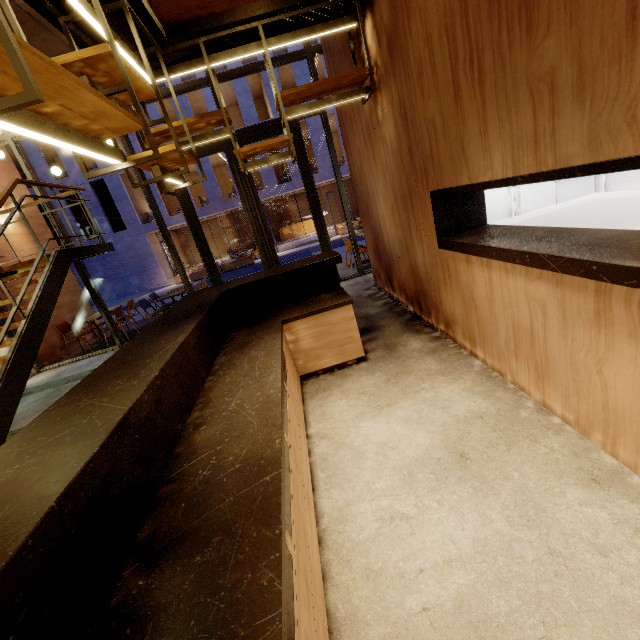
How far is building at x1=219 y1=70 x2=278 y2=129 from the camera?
20.6 meters

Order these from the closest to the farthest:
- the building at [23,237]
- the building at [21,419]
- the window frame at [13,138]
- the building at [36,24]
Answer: the building at [36,24] < the building at [21,419] < the window frame at [13,138] < the building at [23,237]

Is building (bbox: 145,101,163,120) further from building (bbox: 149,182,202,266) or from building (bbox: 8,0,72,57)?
building (bbox: 8,0,72,57)

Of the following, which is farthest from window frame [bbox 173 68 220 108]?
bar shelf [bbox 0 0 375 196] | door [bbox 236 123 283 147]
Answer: bar shelf [bbox 0 0 375 196]

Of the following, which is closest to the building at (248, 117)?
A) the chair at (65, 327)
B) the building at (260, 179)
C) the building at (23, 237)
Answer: the building at (260, 179)

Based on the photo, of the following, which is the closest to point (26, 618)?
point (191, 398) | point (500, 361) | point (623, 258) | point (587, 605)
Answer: point (191, 398)

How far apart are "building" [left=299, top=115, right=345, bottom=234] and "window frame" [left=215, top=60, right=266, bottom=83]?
16.8 meters
